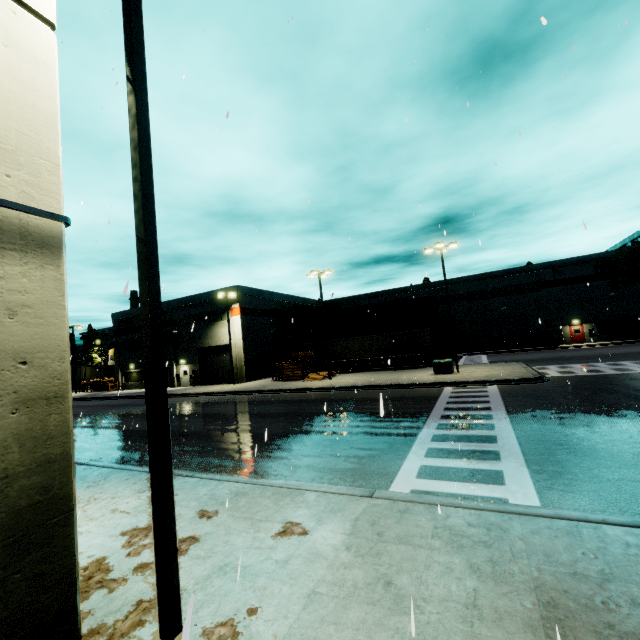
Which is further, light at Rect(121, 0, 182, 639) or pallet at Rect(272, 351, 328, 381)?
pallet at Rect(272, 351, 328, 381)

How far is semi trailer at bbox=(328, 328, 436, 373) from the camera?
32.9m

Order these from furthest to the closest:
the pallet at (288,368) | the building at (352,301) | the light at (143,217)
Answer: the building at (352,301)
the pallet at (288,368)
the light at (143,217)

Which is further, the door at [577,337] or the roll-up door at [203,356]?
the door at [577,337]

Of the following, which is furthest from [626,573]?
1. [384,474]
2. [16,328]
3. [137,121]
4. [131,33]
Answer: [131,33]

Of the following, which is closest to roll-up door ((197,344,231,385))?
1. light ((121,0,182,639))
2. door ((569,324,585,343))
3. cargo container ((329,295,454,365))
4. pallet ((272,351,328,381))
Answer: cargo container ((329,295,454,365))

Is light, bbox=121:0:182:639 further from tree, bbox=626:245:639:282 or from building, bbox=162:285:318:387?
tree, bbox=626:245:639:282

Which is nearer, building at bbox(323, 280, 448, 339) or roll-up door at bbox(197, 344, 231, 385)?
roll-up door at bbox(197, 344, 231, 385)
